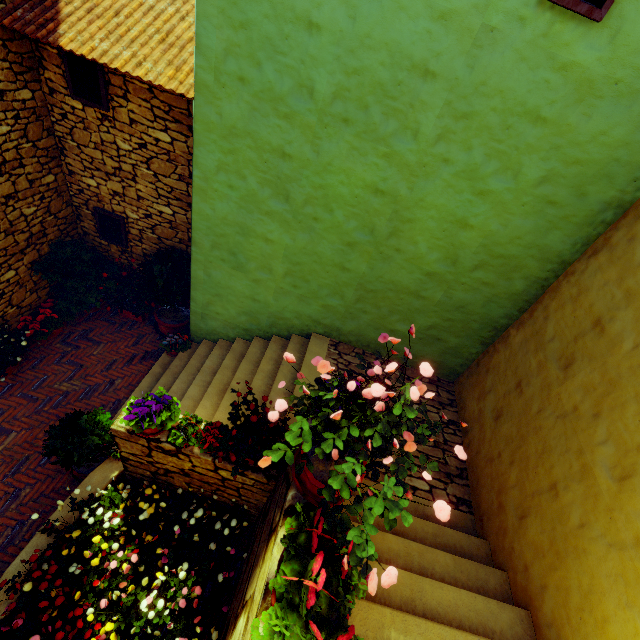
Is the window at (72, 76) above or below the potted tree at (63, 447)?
above

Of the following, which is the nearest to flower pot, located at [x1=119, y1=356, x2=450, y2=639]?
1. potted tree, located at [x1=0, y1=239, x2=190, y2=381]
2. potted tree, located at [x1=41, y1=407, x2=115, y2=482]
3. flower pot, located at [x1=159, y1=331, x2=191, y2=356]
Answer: potted tree, located at [x1=41, y1=407, x2=115, y2=482]

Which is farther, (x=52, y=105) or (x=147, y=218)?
(x=147, y=218)

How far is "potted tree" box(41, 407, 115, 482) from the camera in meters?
4.1 m

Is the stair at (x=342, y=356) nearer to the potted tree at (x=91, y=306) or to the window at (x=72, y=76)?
the potted tree at (x=91, y=306)

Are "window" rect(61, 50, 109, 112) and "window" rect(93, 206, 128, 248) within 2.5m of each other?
yes

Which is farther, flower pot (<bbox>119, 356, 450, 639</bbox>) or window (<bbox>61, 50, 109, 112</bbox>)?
window (<bbox>61, 50, 109, 112</bbox>)

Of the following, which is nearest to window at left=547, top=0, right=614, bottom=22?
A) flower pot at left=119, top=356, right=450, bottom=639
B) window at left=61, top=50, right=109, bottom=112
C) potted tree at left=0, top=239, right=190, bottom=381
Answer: flower pot at left=119, top=356, right=450, bottom=639
